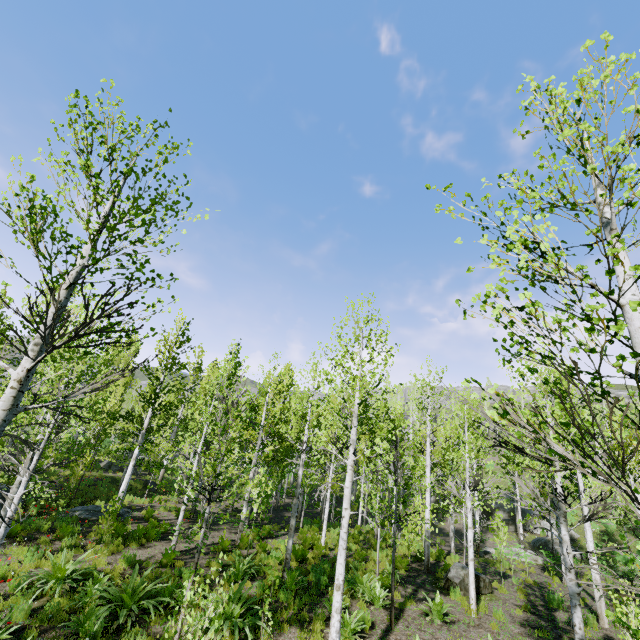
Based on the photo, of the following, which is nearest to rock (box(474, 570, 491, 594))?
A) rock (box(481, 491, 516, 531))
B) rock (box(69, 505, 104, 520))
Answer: rock (box(69, 505, 104, 520))

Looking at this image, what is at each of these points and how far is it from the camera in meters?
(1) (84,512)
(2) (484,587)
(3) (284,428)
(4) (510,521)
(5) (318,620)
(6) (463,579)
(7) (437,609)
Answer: (1) rock, 14.5
(2) rock, 12.0
(3) instancedfoliageactor, 12.0
(4) rock, 30.1
(5) instancedfoliageactor, 8.5
(6) rock, 11.7
(7) instancedfoliageactor, 9.2

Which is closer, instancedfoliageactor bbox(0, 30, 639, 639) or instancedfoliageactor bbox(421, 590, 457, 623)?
instancedfoliageactor bbox(0, 30, 639, 639)

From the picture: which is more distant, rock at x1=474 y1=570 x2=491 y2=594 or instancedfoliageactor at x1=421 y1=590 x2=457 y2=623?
rock at x1=474 y1=570 x2=491 y2=594

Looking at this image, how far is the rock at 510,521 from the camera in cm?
2992

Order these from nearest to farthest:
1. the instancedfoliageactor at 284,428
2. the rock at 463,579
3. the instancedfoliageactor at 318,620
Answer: the instancedfoliageactor at 284,428
the instancedfoliageactor at 318,620
the rock at 463,579

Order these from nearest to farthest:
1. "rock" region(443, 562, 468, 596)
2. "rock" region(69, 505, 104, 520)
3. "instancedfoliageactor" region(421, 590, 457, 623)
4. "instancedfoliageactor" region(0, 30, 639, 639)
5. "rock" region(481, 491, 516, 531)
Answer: "instancedfoliageactor" region(0, 30, 639, 639) → "instancedfoliageactor" region(421, 590, 457, 623) → "rock" region(443, 562, 468, 596) → "rock" region(69, 505, 104, 520) → "rock" region(481, 491, 516, 531)
